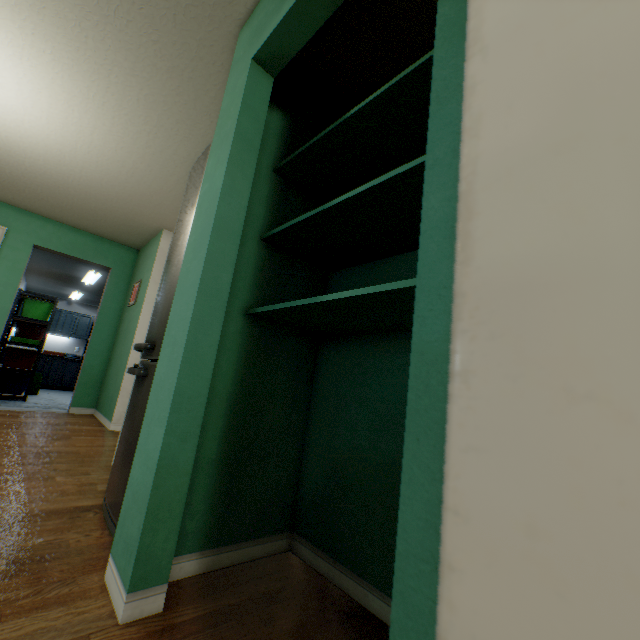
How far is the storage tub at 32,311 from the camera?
6.0 meters

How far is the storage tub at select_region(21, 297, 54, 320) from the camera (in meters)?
6.03

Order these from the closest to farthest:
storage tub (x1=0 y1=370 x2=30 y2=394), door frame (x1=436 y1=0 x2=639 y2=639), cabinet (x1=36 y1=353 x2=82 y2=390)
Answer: door frame (x1=436 y1=0 x2=639 y2=639) < storage tub (x1=0 y1=370 x2=30 y2=394) < cabinet (x1=36 y1=353 x2=82 y2=390)

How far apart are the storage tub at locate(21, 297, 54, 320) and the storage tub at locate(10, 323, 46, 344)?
0.1m

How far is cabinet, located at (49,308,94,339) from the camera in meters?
8.7 m

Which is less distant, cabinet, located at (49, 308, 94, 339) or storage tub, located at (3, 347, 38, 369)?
storage tub, located at (3, 347, 38, 369)

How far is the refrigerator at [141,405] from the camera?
1.5m

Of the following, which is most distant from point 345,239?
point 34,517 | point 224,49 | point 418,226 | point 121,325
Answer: point 121,325
